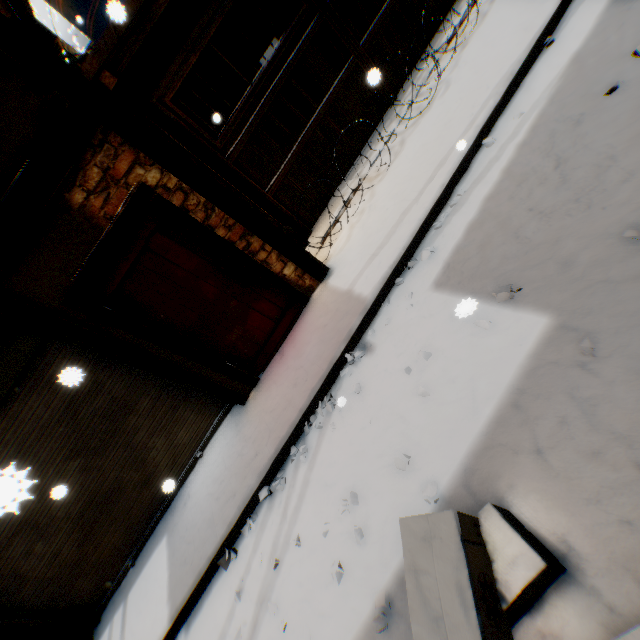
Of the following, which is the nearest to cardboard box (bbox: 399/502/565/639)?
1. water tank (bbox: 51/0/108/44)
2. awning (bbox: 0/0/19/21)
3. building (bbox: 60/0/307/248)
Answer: building (bbox: 60/0/307/248)

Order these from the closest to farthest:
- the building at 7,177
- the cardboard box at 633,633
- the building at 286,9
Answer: the cardboard box at 633,633
the building at 7,177
the building at 286,9

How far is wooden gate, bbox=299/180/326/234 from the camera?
5.71m

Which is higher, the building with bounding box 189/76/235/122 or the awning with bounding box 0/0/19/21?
the awning with bounding box 0/0/19/21

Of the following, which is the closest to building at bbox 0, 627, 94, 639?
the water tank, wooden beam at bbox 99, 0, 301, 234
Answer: wooden beam at bbox 99, 0, 301, 234

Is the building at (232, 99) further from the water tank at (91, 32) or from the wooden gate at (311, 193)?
the water tank at (91, 32)

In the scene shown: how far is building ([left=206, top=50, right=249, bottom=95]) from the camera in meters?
9.2

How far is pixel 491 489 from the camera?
2.0m
